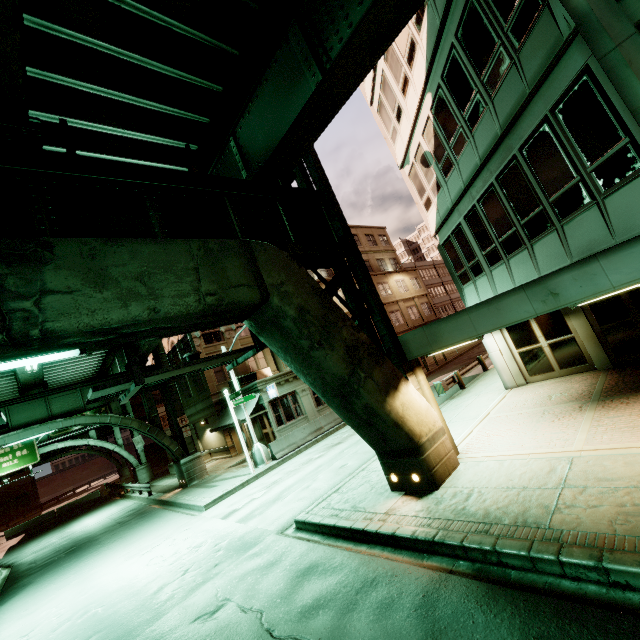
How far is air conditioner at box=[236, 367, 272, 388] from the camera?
26.5m

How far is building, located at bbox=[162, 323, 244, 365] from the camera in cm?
2822

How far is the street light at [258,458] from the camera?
18.22m

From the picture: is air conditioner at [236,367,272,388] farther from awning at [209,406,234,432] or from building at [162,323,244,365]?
awning at [209,406,234,432]

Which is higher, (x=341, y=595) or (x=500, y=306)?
(x=500, y=306)

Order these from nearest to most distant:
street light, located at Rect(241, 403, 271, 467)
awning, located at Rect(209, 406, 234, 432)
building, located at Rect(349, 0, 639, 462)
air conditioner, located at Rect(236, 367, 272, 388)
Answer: building, located at Rect(349, 0, 639, 462) < street light, located at Rect(241, 403, 271, 467) < awning, located at Rect(209, 406, 234, 432) < air conditioner, located at Rect(236, 367, 272, 388)

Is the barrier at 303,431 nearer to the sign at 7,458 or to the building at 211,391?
the building at 211,391
